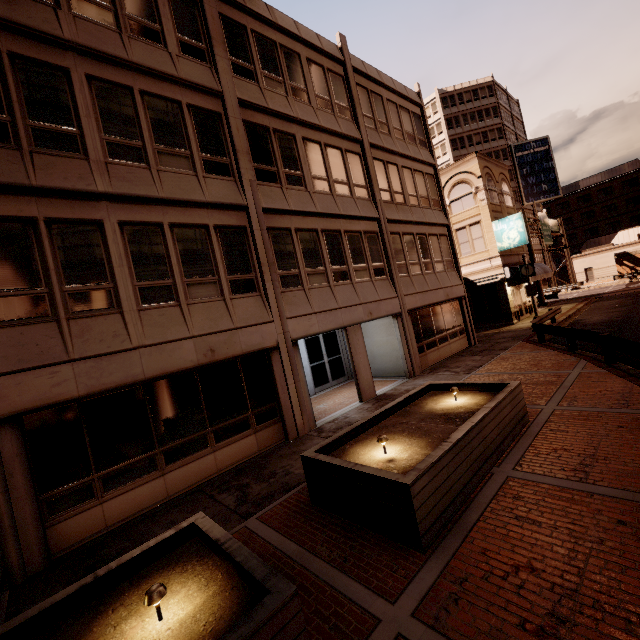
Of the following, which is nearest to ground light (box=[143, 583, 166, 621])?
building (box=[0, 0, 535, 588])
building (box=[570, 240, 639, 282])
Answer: building (box=[0, 0, 535, 588])

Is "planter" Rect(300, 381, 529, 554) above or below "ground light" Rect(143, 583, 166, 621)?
below

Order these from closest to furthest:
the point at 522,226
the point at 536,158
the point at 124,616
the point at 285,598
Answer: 1. the point at 285,598
2. the point at 124,616
3. the point at 522,226
4. the point at 536,158

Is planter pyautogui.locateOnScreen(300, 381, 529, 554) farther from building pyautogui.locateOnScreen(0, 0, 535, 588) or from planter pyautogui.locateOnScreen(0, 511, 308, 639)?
building pyautogui.locateOnScreen(0, 0, 535, 588)

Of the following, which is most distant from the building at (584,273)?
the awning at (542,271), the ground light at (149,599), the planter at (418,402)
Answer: the ground light at (149,599)

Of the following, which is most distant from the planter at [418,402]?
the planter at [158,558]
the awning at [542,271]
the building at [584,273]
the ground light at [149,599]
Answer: the building at [584,273]

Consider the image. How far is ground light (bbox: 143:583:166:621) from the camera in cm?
327

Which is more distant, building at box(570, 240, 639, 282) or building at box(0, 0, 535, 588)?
building at box(570, 240, 639, 282)
